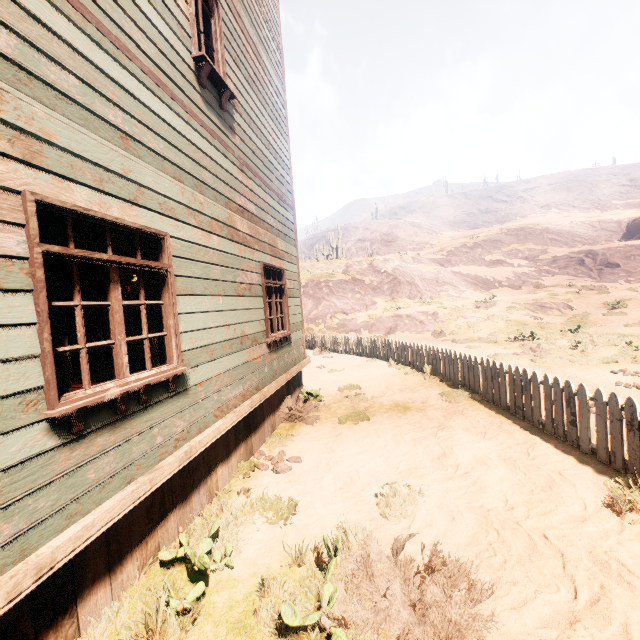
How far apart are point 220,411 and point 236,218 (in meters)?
2.98

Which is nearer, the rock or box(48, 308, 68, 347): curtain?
box(48, 308, 68, 347): curtain

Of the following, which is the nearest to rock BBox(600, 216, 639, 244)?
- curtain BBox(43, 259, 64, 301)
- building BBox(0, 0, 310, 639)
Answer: building BBox(0, 0, 310, 639)

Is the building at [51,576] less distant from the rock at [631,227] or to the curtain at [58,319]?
the curtain at [58,319]

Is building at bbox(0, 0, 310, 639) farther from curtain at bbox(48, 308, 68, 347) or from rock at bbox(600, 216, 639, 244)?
rock at bbox(600, 216, 639, 244)

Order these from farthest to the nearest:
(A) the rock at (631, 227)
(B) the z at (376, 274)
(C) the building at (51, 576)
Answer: (A) the rock at (631, 227) < (B) the z at (376, 274) < (C) the building at (51, 576)

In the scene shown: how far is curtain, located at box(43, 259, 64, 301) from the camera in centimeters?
238cm
